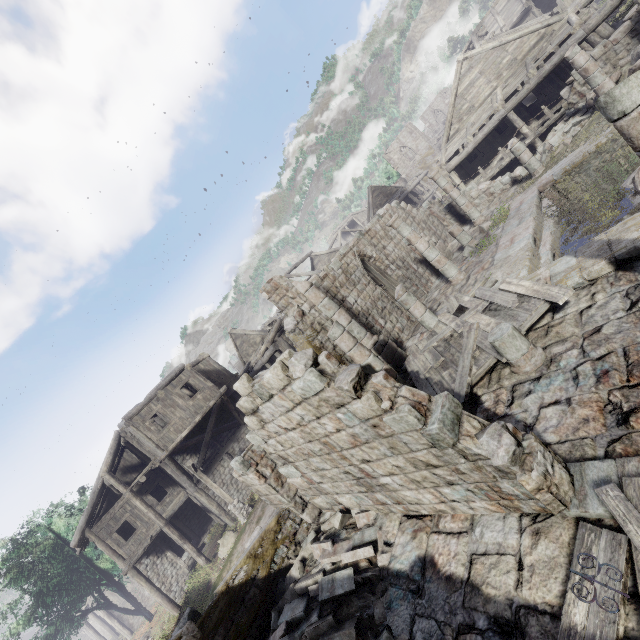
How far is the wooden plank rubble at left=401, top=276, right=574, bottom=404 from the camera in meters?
7.1 m

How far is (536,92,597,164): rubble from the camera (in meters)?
14.59

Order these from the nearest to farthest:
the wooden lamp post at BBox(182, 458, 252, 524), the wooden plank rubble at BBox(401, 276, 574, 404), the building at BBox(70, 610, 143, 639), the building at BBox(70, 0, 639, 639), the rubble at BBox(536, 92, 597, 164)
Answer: the building at BBox(70, 0, 639, 639) < the wooden plank rubble at BBox(401, 276, 574, 404) < the rubble at BBox(536, 92, 597, 164) < the wooden lamp post at BBox(182, 458, 252, 524) < the building at BBox(70, 610, 143, 639)

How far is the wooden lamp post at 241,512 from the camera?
17.70m

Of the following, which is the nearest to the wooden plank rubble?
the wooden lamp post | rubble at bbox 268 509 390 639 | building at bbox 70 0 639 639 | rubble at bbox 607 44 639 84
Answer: building at bbox 70 0 639 639

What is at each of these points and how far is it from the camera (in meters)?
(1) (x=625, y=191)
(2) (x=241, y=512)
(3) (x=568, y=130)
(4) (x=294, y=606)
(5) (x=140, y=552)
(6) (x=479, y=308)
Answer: (1) rubble, 8.94
(2) wooden lamp post, 17.89
(3) rubble, 15.23
(4) rubble, 6.27
(5) building, 19.03
(6) wooden plank rubble, 9.25

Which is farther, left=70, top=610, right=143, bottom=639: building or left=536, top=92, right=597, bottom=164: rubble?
left=70, top=610, right=143, bottom=639: building

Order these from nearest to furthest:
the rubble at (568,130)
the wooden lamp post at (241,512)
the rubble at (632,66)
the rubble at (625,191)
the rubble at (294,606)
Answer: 1. the rubble at (294,606)
2. the rubble at (625,191)
3. the rubble at (632,66)
4. the rubble at (568,130)
5. the wooden lamp post at (241,512)
